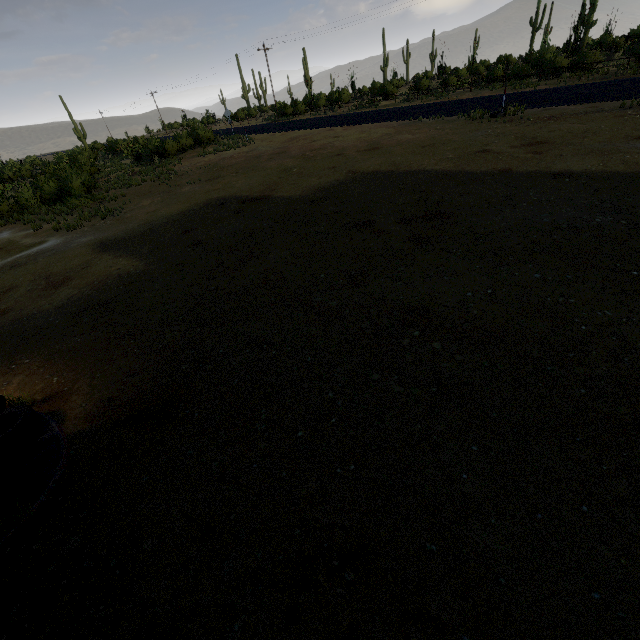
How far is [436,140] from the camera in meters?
14.7 m

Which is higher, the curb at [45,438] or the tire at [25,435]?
the tire at [25,435]

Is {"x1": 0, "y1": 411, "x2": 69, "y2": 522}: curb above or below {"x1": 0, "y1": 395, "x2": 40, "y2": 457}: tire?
below
